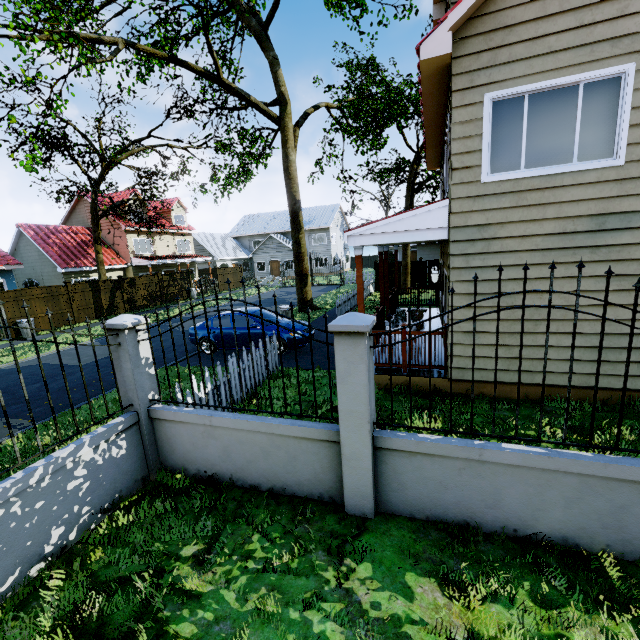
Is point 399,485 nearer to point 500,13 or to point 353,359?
point 353,359

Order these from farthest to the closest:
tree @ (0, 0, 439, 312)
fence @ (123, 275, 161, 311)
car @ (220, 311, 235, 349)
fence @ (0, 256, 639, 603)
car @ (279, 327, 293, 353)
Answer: fence @ (123, 275, 161, 311) < tree @ (0, 0, 439, 312) < car @ (220, 311, 235, 349) < car @ (279, 327, 293, 353) < fence @ (0, 256, 639, 603)

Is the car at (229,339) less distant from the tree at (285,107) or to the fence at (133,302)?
the fence at (133,302)

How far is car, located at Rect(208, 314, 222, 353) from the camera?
11.1m

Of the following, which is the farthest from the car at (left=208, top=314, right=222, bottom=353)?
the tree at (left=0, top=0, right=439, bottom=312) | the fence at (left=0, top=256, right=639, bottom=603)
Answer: the tree at (left=0, top=0, right=439, bottom=312)

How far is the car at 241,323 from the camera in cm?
1076

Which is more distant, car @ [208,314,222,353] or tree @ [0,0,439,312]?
tree @ [0,0,439,312]

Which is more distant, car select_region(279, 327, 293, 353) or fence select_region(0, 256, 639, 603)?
car select_region(279, 327, 293, 353)
